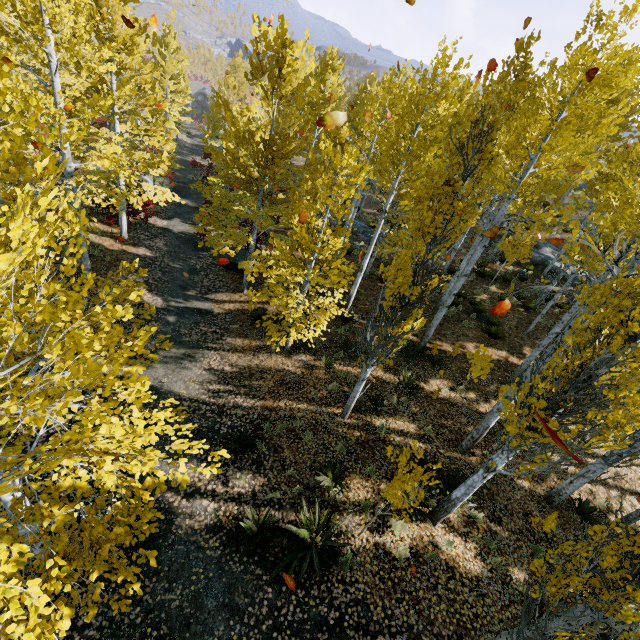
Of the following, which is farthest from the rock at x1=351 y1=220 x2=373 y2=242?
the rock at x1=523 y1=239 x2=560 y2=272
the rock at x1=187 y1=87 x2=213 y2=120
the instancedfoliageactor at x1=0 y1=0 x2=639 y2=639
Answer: the rock at x1=187 y1=87 x2=213 y2=120

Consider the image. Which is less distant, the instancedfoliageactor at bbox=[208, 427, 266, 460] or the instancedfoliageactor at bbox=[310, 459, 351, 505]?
the instancedfoliageactor at bbox=[208, 427, 266, 460]

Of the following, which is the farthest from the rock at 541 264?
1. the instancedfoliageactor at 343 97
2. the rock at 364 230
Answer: the rock at 364 230

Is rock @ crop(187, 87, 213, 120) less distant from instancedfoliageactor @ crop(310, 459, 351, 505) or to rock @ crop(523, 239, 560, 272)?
instancedfoliageactor @ crop(310, 459, 351, 505)

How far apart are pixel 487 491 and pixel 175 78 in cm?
3645

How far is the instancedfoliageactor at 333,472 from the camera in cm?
693
